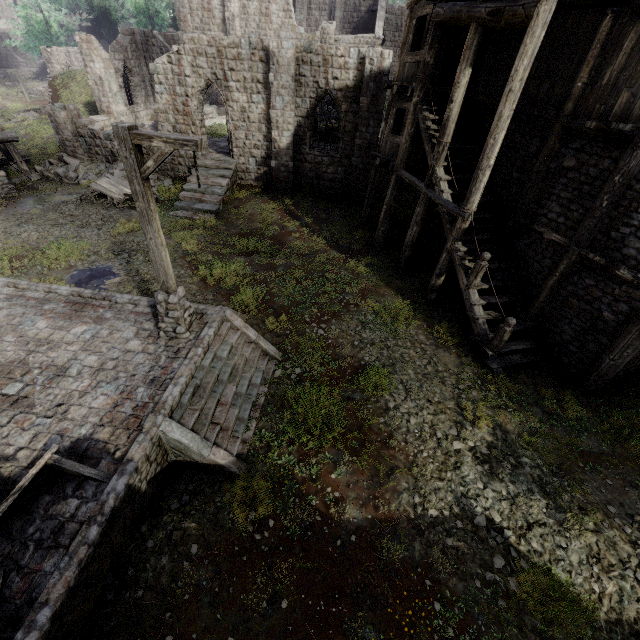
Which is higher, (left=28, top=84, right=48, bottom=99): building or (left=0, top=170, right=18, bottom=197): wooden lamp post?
(left=28, top=84, right=48, bottom=99): building

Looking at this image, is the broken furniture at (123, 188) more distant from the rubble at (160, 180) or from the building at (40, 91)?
the building at (40, 91)

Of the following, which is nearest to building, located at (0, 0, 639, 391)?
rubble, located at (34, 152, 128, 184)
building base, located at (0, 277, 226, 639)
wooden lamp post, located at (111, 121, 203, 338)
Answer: rubble, located at (34, 152, 128, 184)

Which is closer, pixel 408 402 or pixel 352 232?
pixel 408 402

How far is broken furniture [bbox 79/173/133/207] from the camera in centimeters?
1791cm

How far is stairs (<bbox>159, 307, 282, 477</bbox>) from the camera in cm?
688

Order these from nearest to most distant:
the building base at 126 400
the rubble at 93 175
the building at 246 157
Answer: the building base at 126 400 → the building at 246 157 → the rubble at 93 175

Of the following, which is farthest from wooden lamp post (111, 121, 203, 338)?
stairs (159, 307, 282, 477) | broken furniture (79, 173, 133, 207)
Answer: broken furniture (79, 173, 133, 207)
